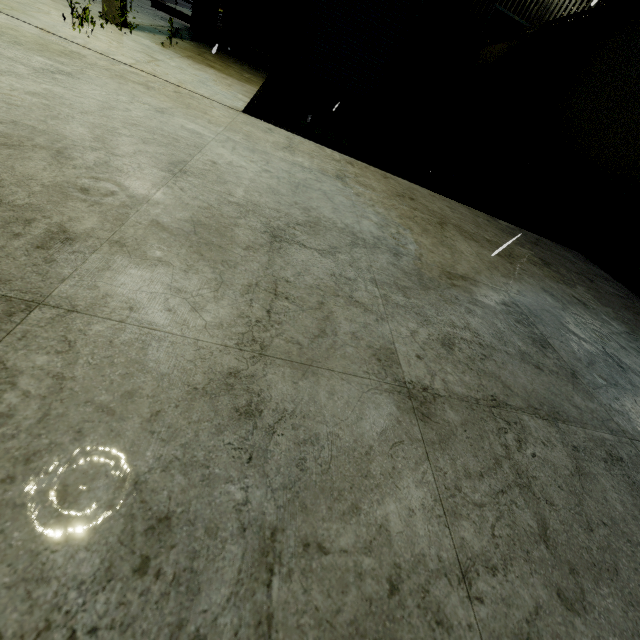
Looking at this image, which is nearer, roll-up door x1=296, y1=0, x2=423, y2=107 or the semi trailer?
the semi trailer

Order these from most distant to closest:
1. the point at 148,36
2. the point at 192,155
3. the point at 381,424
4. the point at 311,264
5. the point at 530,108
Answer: the point at 530,108 < the point at 148,36 < the point at 192,155 < the point at 311,264 < the point at 381,424

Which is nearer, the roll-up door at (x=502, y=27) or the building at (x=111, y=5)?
the building at (x=111, y=5)

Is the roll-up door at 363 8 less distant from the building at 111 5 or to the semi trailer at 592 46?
the building at 111 5

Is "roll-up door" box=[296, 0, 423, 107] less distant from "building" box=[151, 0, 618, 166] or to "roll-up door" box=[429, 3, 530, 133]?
"building" box=[151, 0, 618, 166]

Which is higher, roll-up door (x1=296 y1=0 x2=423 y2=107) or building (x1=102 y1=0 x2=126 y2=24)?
roll-up door (x1=296 y1=0 x2=423 y2=107)

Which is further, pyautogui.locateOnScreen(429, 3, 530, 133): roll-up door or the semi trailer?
pyautogui.locateOnScreen(429, 3, 530, 133): roll-up door
